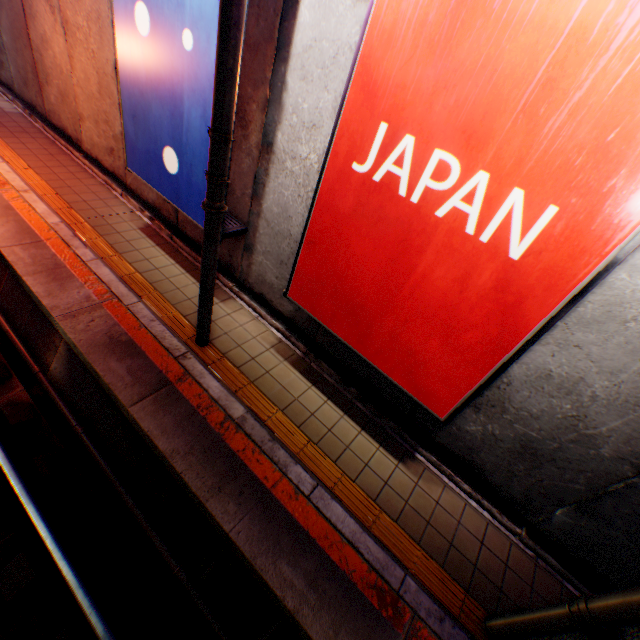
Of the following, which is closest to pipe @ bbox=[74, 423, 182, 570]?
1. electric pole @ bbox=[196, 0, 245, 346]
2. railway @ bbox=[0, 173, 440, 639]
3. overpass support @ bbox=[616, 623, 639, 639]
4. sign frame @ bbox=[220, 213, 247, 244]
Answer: railway @ bbox=[0, 173, 440, 639]

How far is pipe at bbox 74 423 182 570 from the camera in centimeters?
398cm

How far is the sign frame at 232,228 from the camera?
5.1 meters

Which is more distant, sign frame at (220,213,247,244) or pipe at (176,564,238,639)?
sign frame at (220,213,247,244)

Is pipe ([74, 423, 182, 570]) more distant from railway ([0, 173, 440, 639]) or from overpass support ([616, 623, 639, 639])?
overpass support ([616, 623, 639, 639])

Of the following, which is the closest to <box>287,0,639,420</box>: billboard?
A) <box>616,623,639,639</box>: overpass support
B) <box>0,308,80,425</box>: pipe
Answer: <box>616,623,639,639</box>: overpass support

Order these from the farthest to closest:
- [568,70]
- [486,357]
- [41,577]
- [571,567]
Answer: [571,567], [41,577], [486,357], [568,70]

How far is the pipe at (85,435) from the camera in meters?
4.0 m
